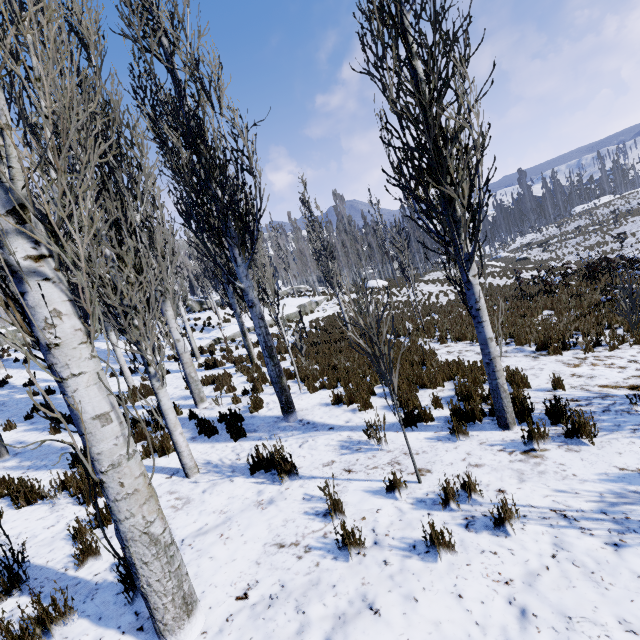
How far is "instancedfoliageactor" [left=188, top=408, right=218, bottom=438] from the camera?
6.4 meters

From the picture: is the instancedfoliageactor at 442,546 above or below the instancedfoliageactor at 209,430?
below

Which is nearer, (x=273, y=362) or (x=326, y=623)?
(x=326, y=623)

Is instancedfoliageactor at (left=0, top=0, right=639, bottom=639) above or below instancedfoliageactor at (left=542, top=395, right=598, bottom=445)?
above

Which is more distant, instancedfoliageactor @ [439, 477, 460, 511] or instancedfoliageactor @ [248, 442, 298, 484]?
instancedfoliageactor @ [248, 442, 298, 484]

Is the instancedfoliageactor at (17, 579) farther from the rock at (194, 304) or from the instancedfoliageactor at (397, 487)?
the rock at (194, 304)

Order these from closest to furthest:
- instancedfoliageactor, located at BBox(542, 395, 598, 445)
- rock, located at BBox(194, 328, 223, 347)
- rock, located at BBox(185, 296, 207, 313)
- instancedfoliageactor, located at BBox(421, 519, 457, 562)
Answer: instancedfoliageactor, located at BBox(421, 519, 457, 562) < instancedfoliageactor, located at BBox(542, 395, 598, 445) < rock, located at BBox(194, 328, 223, 347) < rock, located at BBox(185, 296, 207, 313)

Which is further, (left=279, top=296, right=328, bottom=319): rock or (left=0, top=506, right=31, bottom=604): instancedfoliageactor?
(left=279, top=296, right=328, bottom=319): rock
